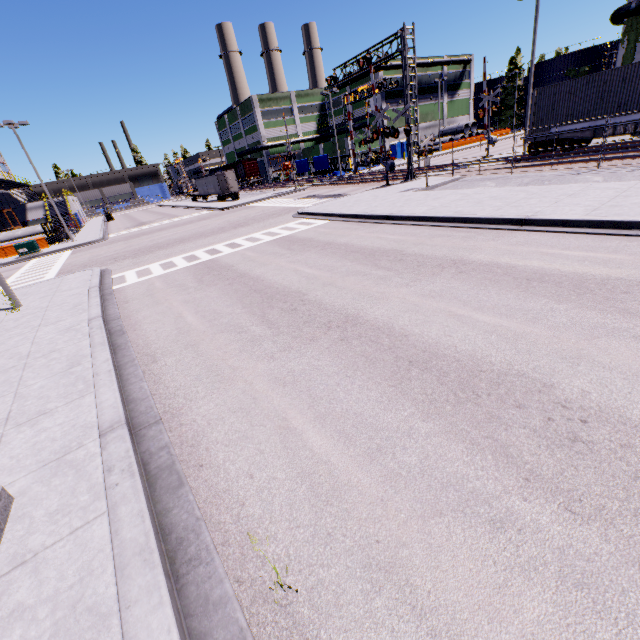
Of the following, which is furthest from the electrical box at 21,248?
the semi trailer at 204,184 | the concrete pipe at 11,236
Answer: the concrete pipe at 11,236

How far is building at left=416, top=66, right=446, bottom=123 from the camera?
57.57m

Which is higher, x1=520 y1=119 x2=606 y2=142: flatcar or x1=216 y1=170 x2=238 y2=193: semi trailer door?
x1=216 y1=170 x2=238 y2=193: semi trailer door

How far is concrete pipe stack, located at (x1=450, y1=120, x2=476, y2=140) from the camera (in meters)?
58.21

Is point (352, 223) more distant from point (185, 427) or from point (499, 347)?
point (185, 427)

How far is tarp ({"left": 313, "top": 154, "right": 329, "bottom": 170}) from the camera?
46.91m

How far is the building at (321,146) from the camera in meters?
57.1
